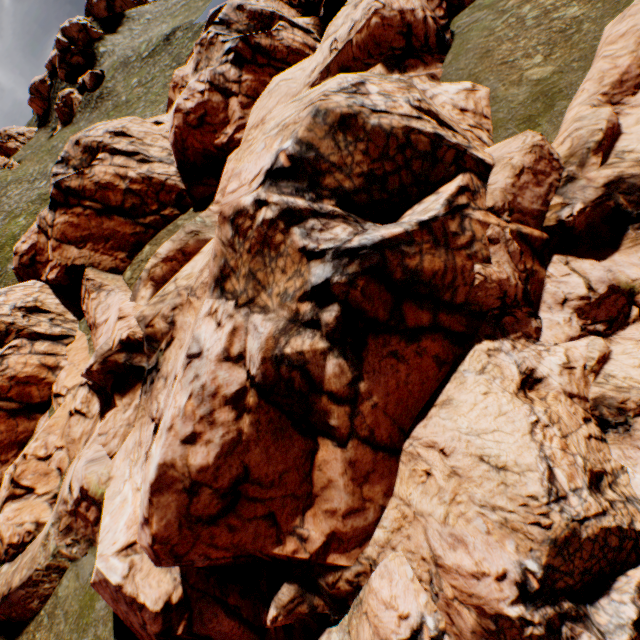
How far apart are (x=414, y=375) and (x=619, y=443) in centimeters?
475cm

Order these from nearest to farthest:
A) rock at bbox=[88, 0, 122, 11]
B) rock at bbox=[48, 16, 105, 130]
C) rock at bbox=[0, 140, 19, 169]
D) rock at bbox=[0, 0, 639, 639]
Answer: rock at bbox=[0, 0, 639, 639] < rock at bbox=[48, 16, 105, 130] < rock at bbox=[0, 140, 19, 169] < rock at bbox=[88, 0, 122, 11]

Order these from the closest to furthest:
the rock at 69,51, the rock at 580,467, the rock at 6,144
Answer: the rock at 580,467, the rock at 69,51, the rock at 6,144

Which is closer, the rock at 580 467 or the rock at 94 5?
the rock at 580 467

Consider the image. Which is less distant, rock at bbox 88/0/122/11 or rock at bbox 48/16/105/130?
rock at bbox 48/16/105/130

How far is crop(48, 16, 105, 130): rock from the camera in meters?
53.9

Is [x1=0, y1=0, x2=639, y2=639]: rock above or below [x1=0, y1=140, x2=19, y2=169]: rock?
below
